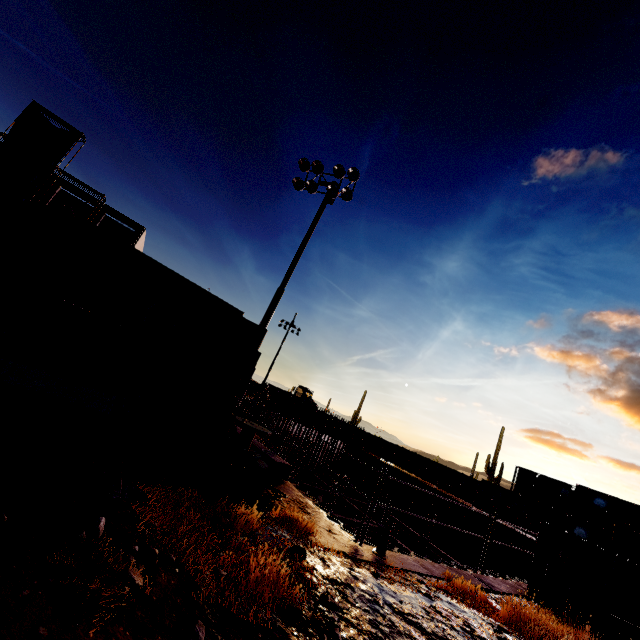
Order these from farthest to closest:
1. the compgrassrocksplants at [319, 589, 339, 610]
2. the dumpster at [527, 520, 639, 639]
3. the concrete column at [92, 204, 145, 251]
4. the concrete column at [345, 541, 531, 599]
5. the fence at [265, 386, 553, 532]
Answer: the concrete column at [92, 204, 145, 251]
the fence at [265, 386, 553, 532]
the dumpster at [527, 520, 639, 639]
the concrete column at [345, 541, 531, 599]
the compgrassrocksplants at [319, 589, 339, 610]

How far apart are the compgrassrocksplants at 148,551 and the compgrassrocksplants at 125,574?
0.1m

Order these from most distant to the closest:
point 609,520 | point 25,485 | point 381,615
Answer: point 609,520
point 381,615
point 25,485

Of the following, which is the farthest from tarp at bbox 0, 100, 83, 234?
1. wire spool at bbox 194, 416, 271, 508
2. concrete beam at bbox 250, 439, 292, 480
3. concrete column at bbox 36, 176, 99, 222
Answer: wire spool at bbox 194, 416, 271, 508

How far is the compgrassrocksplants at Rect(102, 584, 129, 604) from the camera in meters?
2.3 m

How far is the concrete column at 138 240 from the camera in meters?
31.6

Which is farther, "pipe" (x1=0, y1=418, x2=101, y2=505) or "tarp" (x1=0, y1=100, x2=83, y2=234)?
"tarp" (x1=0, y1=100, x2=83, y2=234)

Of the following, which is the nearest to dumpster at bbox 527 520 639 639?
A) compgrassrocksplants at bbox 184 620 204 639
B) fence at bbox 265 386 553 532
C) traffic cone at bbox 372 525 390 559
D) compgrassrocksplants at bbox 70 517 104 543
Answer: traffic cone at bbox 372 525 390 559
